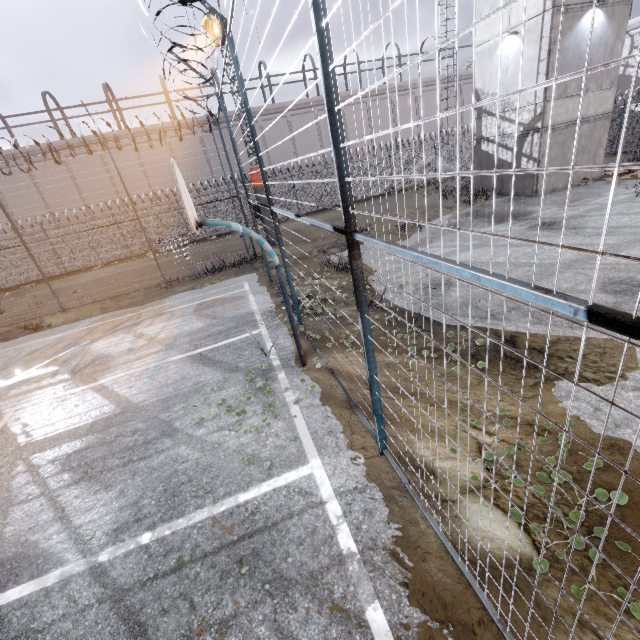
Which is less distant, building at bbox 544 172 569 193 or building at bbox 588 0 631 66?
building at bbox 588 0 631 66

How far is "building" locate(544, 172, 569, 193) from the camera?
14.8 meters

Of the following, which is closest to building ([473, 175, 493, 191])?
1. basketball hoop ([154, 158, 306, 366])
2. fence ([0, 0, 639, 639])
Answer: fence ([0, 0, 639, 639])

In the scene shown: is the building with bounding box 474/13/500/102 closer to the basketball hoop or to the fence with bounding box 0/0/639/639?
the fence with bounding box 0/0/639/639

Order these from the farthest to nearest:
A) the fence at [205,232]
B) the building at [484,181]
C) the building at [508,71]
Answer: the fence at [205,232] < the building at [484,181] < the building at [508,71]

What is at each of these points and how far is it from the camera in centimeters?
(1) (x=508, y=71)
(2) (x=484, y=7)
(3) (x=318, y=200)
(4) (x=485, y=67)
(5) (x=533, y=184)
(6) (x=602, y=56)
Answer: (1) building, 1441cm
(2) building, 1455cm
(3) fence, 2412cm
(4) building, 1540cm
(5) building, 1490cm
(6) building, 1341cm

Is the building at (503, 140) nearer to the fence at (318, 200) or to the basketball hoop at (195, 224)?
the fence at (318, 200)

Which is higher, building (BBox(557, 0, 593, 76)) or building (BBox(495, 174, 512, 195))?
building (BBox(557, 0, 593, 76))
